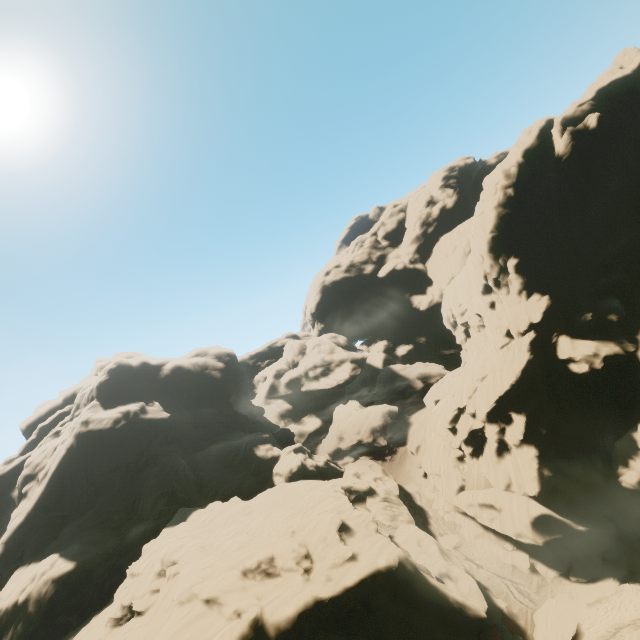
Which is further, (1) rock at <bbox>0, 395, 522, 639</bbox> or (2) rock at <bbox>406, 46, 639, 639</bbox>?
(2) rock at <bbox>406, 46, 639, 639</bbox>

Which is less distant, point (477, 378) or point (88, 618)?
point (88, 618)

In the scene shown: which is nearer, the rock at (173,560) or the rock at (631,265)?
the rock at (173,560)
